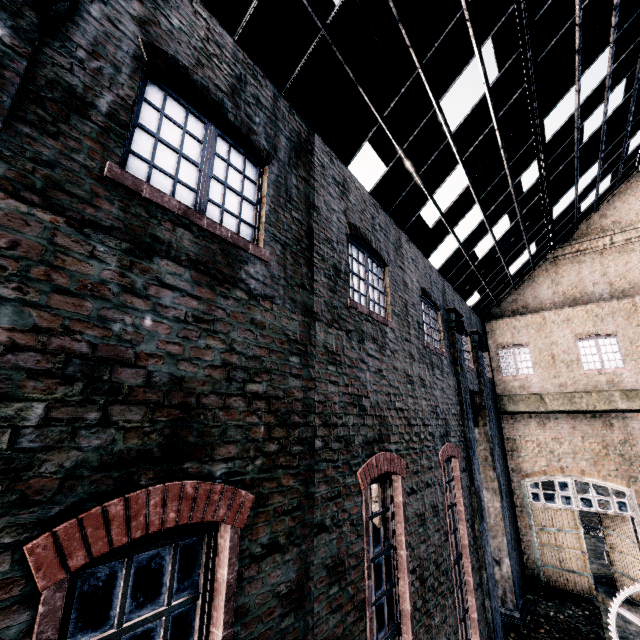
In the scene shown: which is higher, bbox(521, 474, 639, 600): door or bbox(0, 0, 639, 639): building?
bbox(0, 0, 639, 639): building

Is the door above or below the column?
below

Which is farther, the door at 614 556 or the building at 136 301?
the door at 614 556

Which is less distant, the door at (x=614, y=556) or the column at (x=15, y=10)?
the column at (x=15, y=10)

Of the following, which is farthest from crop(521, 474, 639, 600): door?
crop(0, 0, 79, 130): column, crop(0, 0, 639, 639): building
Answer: crop(0, 0, 79, 130): column

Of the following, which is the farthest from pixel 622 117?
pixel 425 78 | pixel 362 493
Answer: pixel 362 493

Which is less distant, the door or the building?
the building
